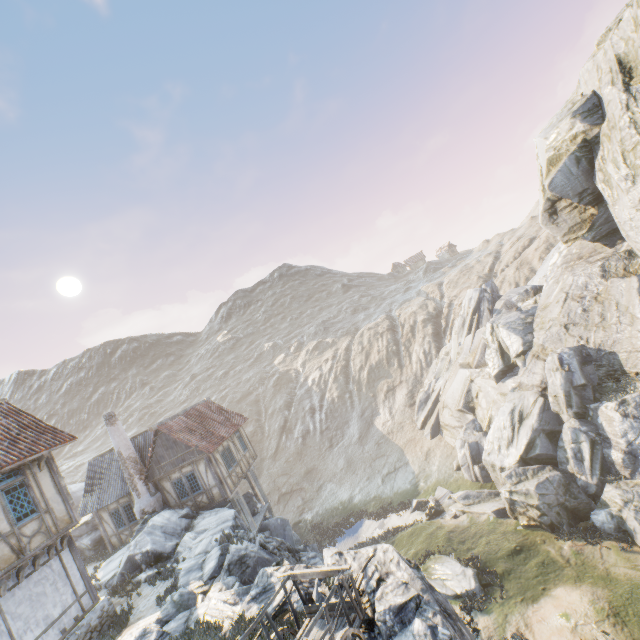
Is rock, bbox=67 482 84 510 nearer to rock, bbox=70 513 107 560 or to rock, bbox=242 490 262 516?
rock, bbox=242 490 262 516

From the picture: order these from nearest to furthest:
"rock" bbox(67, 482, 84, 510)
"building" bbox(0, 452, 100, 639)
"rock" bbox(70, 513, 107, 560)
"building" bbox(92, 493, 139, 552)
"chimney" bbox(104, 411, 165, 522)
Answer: "building" bbox(0, 452, 100, 639), "chimney" bbox(104, 411, 165, 522), "building" bbox(92, 493, 139, 552), "rock" bbox(70, 513, 107, 560), "rock" bbox(67, 482, 84, 510)

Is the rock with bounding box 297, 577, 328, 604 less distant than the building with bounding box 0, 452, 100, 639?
Yes

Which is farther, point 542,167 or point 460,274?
point 460,274

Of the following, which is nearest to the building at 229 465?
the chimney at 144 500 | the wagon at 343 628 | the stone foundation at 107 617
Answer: the chimney at 144 500

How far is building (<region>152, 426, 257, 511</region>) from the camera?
19.80m

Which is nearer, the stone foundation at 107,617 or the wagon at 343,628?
the wagon at 343,628

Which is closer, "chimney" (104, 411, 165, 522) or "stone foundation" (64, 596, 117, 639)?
"stone foundation" (64, 596, 117, 639)
